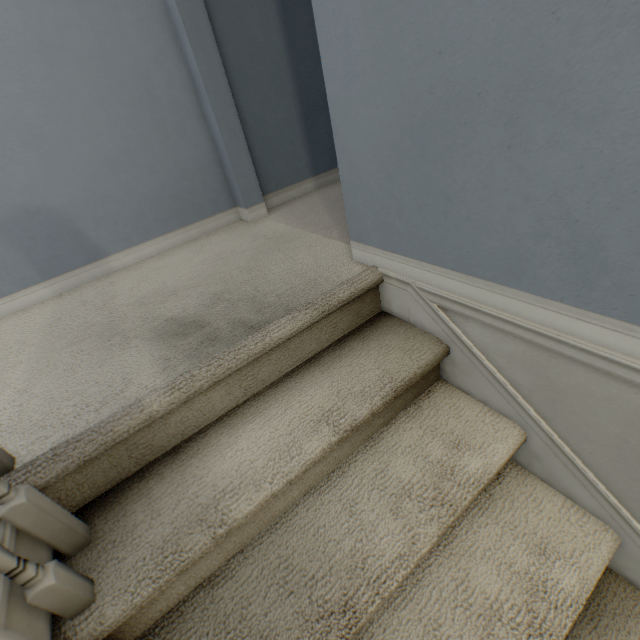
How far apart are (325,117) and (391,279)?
1.5 meters
